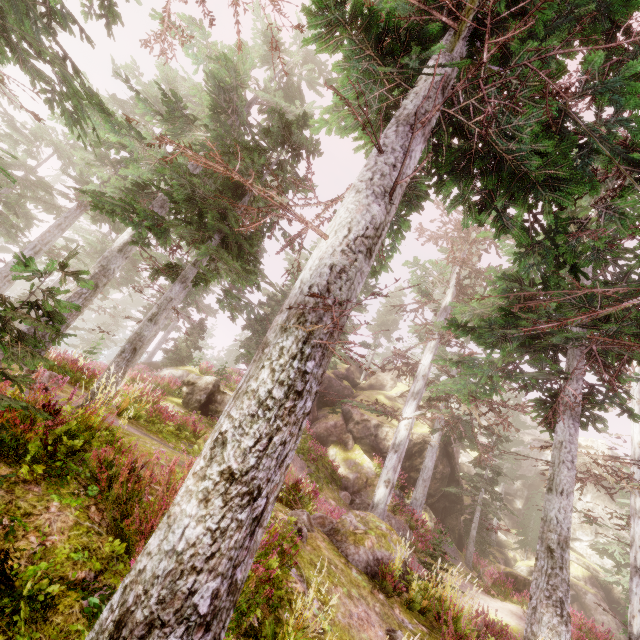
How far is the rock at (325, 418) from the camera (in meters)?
7.22

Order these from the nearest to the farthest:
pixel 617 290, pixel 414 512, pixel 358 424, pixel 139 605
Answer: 1. pixel 139 605
2. pixel 617 290
3. pixel 414 512
4. pixel 358 424

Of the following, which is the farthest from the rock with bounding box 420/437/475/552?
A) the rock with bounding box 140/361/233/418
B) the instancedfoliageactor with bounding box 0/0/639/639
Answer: the rock with bounding box 140/361/233/418

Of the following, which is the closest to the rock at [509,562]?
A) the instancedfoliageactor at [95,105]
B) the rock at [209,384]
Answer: the instancedfoliageactor at [95,105]

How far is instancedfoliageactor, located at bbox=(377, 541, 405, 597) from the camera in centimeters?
625cm

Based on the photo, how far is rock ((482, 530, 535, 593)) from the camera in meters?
16.3 m

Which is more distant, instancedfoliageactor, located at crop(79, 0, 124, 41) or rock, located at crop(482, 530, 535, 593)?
rock, located at crop(482, 530, 535, 593)

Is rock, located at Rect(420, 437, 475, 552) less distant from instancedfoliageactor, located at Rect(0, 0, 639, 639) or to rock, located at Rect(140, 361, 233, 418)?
instancedfoliageactor, located at Rect(0, 0, 639, 639)
